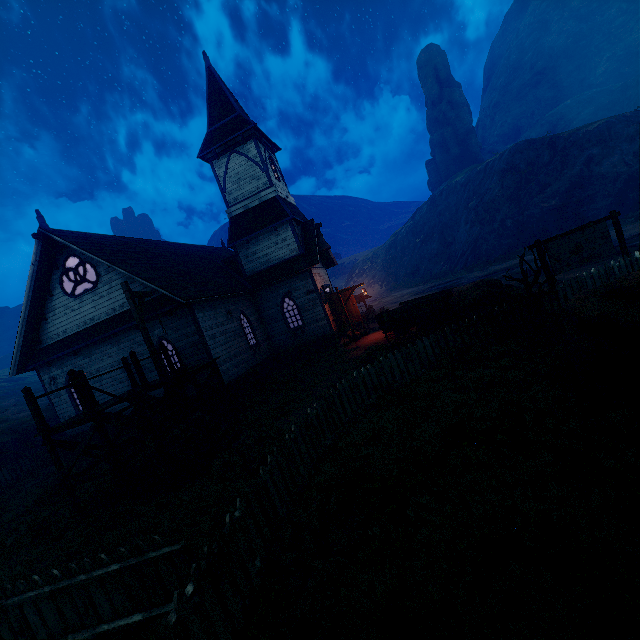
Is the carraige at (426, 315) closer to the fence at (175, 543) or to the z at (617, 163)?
the z at (617, 163)

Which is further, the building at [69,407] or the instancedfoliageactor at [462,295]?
the building at [69,407]

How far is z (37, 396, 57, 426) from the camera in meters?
22.2 m

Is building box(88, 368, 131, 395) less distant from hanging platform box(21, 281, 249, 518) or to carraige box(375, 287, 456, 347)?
hanging platform box(21, 281, 249, 518)

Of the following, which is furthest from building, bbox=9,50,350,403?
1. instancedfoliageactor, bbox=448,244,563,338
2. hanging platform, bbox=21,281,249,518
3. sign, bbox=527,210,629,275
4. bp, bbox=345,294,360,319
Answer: sign, bbox=527,210,629,275

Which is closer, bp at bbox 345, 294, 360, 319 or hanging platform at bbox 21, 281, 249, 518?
hanging platform at bbox 21, 281, 249, 518

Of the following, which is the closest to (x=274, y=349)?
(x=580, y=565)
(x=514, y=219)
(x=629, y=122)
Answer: (x=580, y=565)

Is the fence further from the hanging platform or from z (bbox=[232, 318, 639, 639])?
the hanging platform
